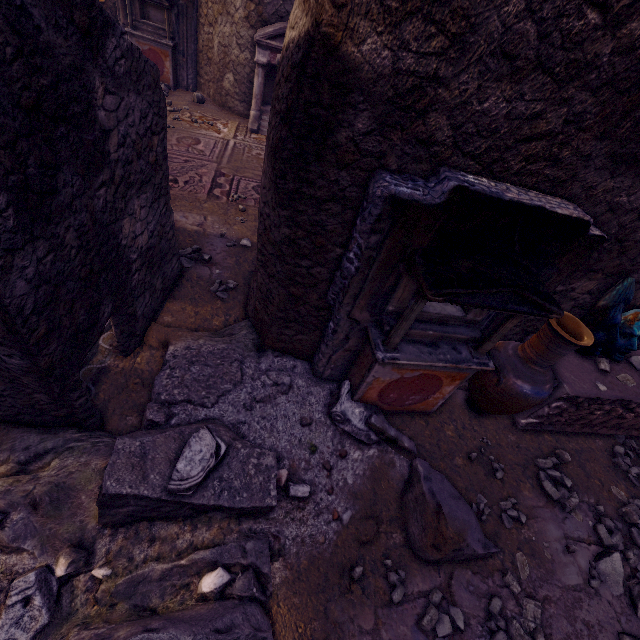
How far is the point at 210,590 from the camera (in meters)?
1.90

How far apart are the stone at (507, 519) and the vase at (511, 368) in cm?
75

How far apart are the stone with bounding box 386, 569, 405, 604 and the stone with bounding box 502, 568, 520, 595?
Result: 0.7 meters

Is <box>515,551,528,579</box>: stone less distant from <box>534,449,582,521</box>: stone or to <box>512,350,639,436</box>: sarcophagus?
<box>534,449,582,521</box>: stone

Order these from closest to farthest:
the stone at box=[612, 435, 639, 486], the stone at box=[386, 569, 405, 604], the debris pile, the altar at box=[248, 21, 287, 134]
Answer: the debris pile < the stone at box=[386, 569, 405, 604] < the stone at box=[612, 435, 639, 486] < the altar at box=[248, 21, 287, 134]

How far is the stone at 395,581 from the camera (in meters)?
2.28

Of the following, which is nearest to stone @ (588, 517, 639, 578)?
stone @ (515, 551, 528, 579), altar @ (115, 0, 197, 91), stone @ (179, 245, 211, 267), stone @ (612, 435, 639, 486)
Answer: stone @ (612, 435, 639, 486)

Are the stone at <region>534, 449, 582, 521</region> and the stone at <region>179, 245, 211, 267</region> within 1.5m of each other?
no
